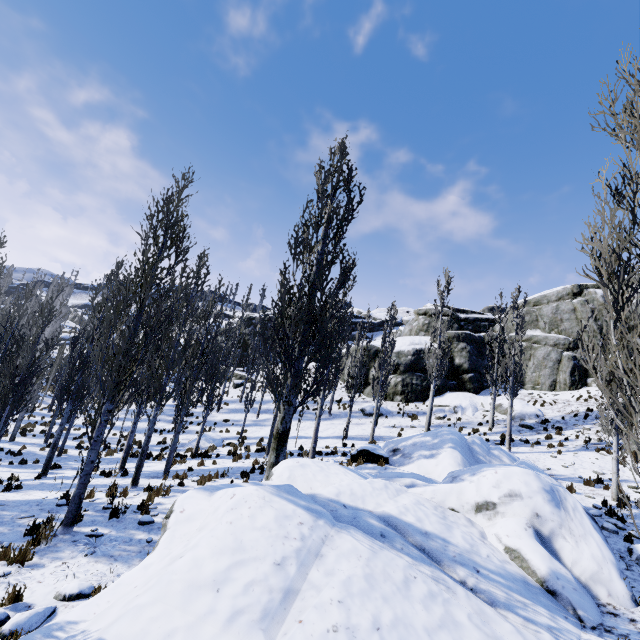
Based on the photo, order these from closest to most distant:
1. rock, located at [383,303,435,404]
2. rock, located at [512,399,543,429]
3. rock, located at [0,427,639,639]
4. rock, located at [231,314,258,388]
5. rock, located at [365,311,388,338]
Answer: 1. rock, located at [0,427,639,639]
2. rock, located at [512,399,543,429]
3. rock, located at [383,303,435,404]
4. rock, located at [231,314,258,388]
5. rock, located at [365,311,388,338]

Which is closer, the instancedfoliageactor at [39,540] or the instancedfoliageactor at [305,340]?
the instancedfoliageactor at [39,540]

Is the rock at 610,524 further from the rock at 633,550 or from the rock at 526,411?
the rock at 633,550

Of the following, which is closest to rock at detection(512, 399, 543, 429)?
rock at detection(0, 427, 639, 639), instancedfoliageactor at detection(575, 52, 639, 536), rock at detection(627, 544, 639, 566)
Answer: instancedfoliageactor at detection(575, 52, 639, 536)

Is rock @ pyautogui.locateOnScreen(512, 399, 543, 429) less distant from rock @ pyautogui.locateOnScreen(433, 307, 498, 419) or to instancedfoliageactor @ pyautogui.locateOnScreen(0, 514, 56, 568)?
rock @ pyautogui.locateOnScreen(433, 307, 498, 419)

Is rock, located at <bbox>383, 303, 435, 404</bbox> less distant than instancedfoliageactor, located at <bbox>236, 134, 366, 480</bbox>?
No

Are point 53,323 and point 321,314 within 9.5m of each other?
no

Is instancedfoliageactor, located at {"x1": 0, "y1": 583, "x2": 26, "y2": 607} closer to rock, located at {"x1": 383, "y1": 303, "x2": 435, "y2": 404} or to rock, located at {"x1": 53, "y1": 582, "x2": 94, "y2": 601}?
rock, located at {"x1": 53, "y1": 582, "x2": 94, "y2": 601}
